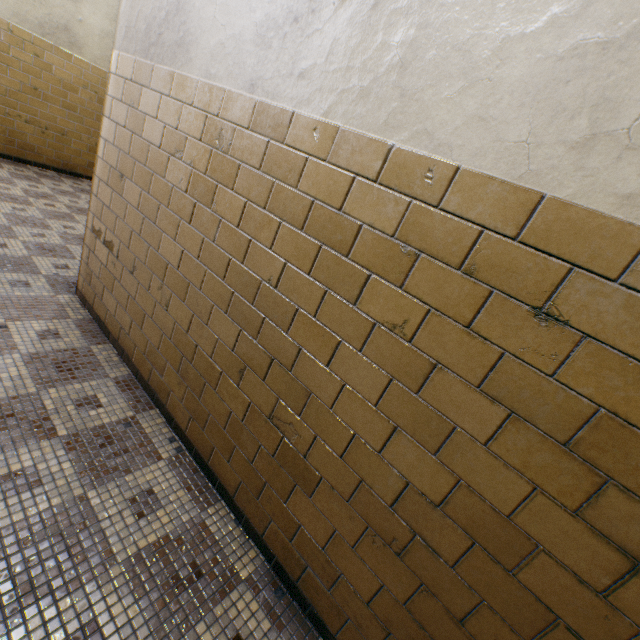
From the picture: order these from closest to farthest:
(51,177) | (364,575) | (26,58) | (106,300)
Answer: (364,575) → (106,300) → (26,58) → (51,177)
